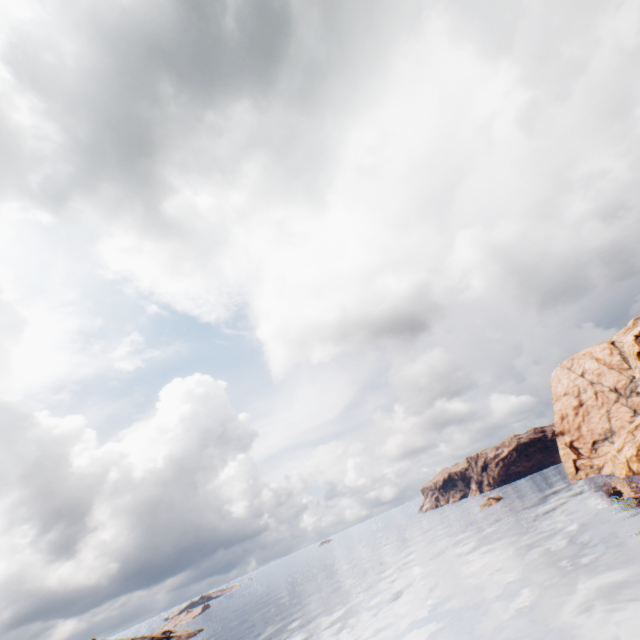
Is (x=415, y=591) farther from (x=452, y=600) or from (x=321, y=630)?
(x=321, y=630)
